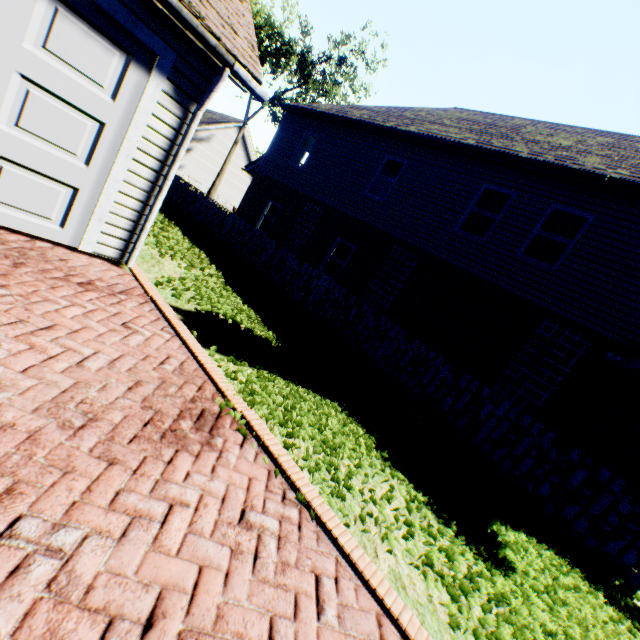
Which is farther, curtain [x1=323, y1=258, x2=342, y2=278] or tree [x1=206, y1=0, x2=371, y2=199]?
tree [x1=206, y1=0, x2=371, y2=199]

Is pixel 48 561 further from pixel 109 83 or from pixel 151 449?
pixel 109 83

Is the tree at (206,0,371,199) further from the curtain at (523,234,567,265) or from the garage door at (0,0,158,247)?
the garage door at (0,0,158,247)

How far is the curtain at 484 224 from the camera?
10.00m

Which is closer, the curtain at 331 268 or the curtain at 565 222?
the curtain at 565 222

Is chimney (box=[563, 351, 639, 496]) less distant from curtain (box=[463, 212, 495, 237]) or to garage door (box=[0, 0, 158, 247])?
curtain (box=[463, 212, 495, 237])

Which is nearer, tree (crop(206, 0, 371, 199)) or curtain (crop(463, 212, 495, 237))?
curtain (crop(463, 212, 495, 237))
